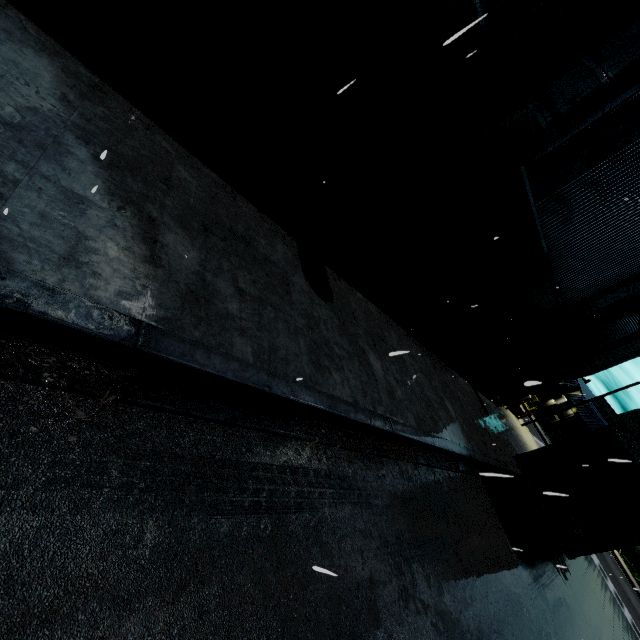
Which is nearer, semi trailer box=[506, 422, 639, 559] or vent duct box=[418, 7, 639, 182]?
vent duct box=[418, 7, 639, 182]

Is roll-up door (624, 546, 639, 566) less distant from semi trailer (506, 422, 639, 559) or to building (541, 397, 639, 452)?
building (541, 397, 639, 452)

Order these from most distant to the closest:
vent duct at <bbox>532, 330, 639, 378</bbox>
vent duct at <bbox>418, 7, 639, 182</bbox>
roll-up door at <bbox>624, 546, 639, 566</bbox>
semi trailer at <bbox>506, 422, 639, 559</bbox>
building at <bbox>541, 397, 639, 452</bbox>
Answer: building at <bbox>541, 397, 639, 452</bbox> → roll-up door at <bbox>624, 546, 639, 566</bbox> → vent duct at <bbox>532, 330, 639, 378</bbox> → semi trailer at <bbox>506, 422, 639, 559</bbox> → vent duct at <bbox>418, 7, 639, 182</bbox>

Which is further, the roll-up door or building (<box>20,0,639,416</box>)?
the roll-up door

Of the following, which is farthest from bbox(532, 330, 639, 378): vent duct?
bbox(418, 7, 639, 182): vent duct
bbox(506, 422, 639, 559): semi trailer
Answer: bbox(418, 7, 639, 182): vent duct

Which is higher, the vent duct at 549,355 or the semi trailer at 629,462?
the vent duct at 549,355

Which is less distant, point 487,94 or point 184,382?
point 184,382

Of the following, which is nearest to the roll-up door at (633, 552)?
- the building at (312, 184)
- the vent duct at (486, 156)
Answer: the building at (312, 184)
